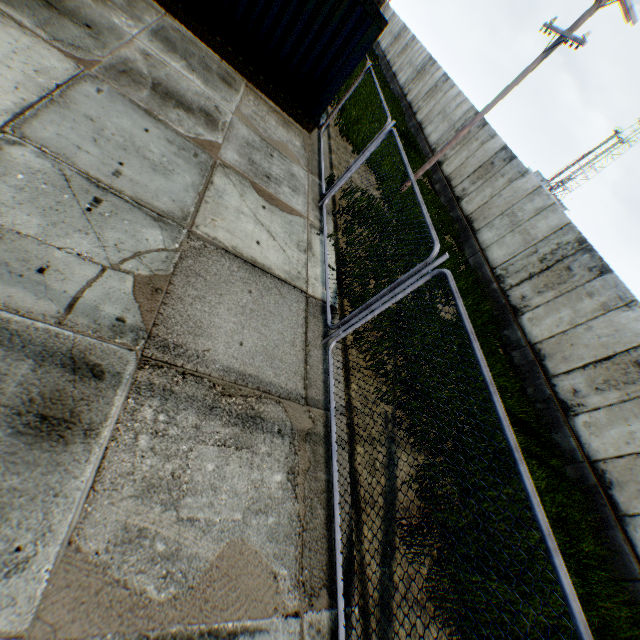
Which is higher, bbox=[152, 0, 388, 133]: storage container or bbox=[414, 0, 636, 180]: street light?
bbox=[414, 0, 636, 180]: street light

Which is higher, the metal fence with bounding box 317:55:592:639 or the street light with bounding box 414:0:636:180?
the street light with bounding box 414:0:636:180

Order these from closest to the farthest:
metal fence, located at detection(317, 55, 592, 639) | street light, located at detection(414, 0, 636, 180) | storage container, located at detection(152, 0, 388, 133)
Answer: metal fence, located at detection(317, 55, 592, 639)
storage container, located at detection(152, 0, 388, 133)
street light, located at detection(414, 0, 636, 180)

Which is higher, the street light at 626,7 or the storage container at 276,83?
the street light at 626,7

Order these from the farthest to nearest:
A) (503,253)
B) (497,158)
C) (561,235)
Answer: (497,158)
(503,253)
(561,235)

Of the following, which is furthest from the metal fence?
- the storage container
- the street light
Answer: the street light

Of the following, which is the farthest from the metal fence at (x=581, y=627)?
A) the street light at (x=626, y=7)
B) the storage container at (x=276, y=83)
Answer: the street light at (x=626, y=7)

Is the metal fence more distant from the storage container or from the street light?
the street light
